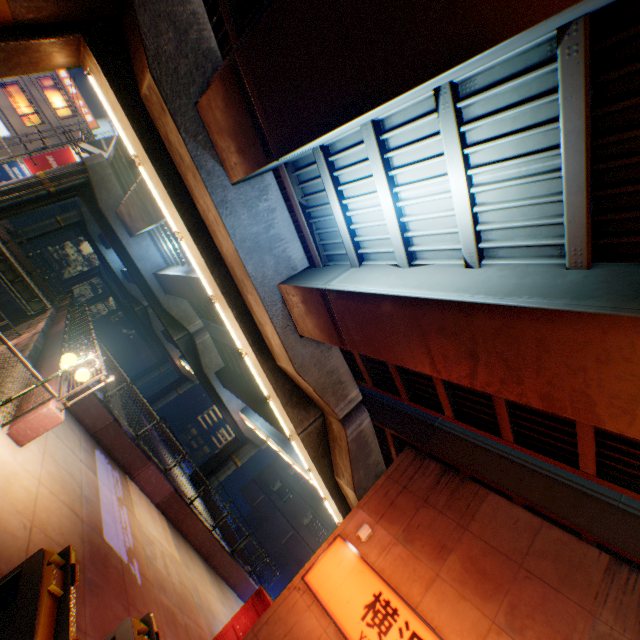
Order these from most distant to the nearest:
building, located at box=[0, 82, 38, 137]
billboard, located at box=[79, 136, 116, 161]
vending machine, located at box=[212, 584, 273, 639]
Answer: billboard, located at box=[79, 136, 116, 161]
building, located at box=[0, 82, 38, 137]
vending machine, located at box=[212, 584, 273, 639]

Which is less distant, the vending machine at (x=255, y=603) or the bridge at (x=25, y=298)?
the vending machine at (x=255, y=603)

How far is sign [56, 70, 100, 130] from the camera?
31.8m

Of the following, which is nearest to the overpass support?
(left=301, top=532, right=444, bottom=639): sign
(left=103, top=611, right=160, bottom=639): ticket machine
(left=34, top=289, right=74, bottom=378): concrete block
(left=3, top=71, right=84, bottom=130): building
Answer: (left=34, top=289, right=74, bottom=378): concrete block

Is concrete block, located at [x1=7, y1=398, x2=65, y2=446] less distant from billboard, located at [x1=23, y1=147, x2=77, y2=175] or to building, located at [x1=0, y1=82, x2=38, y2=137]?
building, located at [x1=0, y1=82, x2=38, y2=137]

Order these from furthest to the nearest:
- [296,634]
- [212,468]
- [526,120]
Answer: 1. [212,468]
2. [296,634]
3. [526,120]

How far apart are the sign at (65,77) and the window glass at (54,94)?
0.5m

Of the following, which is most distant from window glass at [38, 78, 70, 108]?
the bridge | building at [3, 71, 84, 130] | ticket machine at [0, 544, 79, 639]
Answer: ticket machine at [0, 544, 79, 639]
